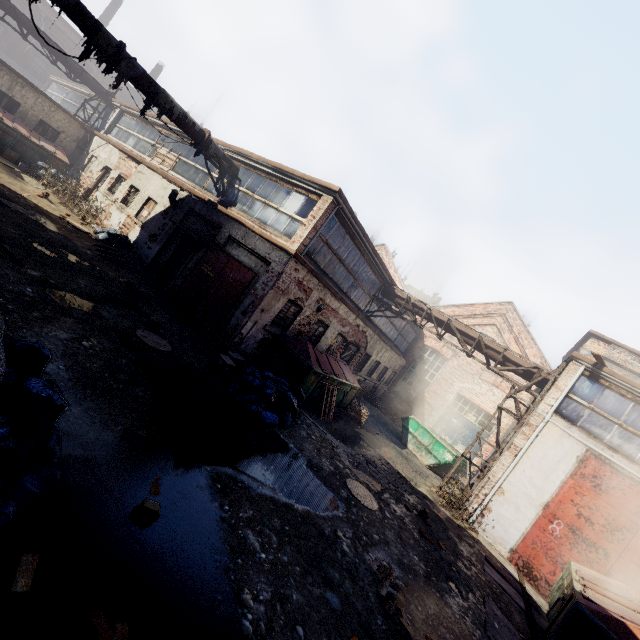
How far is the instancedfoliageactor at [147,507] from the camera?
3.2m

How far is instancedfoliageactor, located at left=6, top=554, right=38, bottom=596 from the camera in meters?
2.2

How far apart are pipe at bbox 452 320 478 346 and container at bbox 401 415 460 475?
4.42m

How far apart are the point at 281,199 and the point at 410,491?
10.6m

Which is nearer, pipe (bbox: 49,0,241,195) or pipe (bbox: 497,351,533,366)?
pipe (bbox: 49,0,241,195)

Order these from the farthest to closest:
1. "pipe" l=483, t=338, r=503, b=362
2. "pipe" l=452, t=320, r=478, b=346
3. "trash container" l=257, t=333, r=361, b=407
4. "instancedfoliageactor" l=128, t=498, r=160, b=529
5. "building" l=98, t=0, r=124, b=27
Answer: "building" l=98, t=0, r=124, b=27 → "pipe" l=452, t=320, r=478, b=346 → "pipe" l=483, t=338, r=503, b=362 → "trash container" l=257, t=333, r=361, b=407 → "instancedfoliageactor" l=128, t=498, r=160, b=529

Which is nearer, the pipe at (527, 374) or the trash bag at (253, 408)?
the trash bag at (253, 408)

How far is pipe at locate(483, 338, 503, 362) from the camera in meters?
12.7 m
